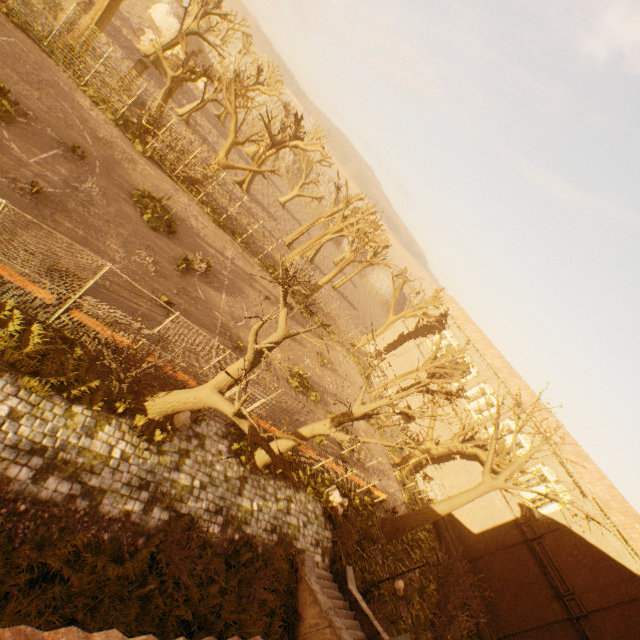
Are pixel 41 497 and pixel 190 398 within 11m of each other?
yes

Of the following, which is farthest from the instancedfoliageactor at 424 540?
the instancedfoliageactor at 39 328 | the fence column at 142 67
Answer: the fence column at 142 67

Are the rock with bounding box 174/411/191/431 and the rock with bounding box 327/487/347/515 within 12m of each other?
yes

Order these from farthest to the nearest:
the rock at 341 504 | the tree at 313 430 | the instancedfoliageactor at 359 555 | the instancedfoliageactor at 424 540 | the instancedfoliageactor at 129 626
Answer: the instancedfoliageactor at 424 540 → the rock at 341 504 → the instancedfoliageactor at 359 555 → the tree at 313 430 → the instancedfoliageactor at 129 626

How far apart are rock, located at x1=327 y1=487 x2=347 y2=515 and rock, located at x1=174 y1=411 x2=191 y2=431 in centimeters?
821cm

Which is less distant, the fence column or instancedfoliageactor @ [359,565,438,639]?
instancedfoliageactor @ [359,565,438,639]

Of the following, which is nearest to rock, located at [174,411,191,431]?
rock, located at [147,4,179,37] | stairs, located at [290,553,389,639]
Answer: stairs, located at [290,553,389,639]

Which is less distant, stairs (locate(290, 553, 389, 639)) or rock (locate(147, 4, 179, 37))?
stairs (locate(290, 553, 389, 639))
